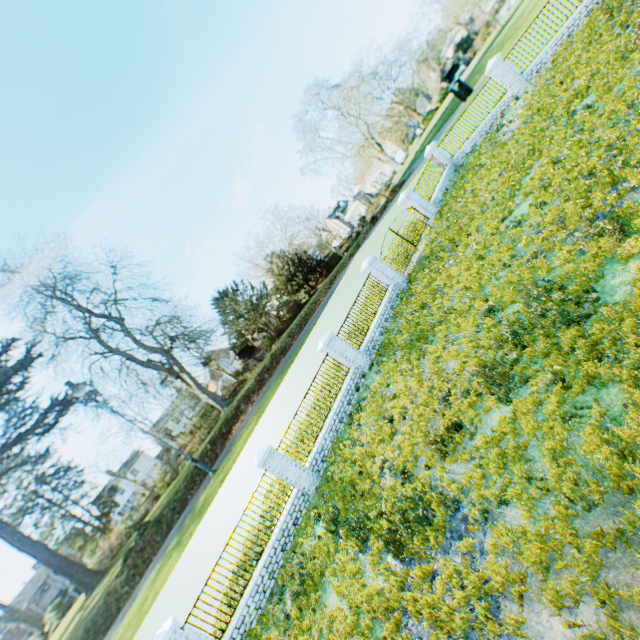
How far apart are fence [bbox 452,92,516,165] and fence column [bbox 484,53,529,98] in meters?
0.0

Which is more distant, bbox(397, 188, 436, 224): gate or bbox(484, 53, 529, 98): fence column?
bbox(397, 188, 436, 224): gate

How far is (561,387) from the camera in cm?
490

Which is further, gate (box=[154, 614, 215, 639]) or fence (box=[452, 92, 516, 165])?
fence (box=[452, 92, 516, 165])

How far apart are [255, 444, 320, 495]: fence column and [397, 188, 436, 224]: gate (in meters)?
15.43

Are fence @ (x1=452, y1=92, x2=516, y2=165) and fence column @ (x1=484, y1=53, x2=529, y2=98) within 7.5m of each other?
yes

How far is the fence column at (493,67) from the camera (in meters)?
17.17

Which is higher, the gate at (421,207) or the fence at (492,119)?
the gate at (421,207)
